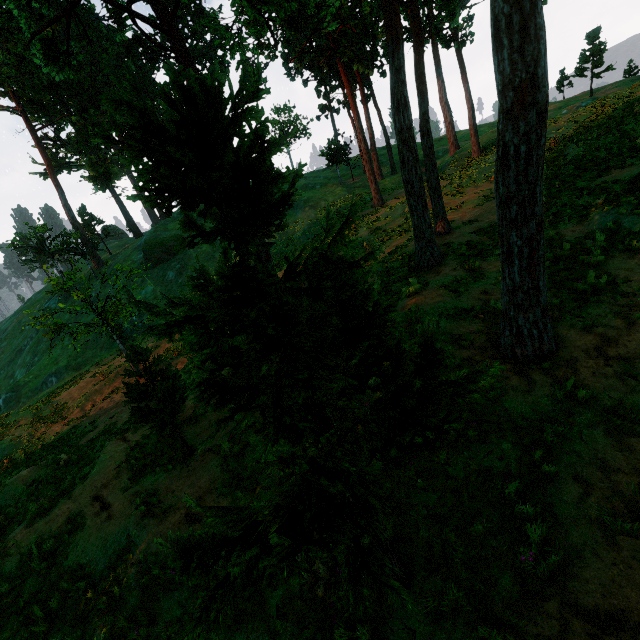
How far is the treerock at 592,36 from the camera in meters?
33.1 m

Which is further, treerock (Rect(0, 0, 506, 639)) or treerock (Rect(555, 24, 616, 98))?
treerock (Rect(555, 24, 616, 98))

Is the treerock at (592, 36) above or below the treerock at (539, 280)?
above

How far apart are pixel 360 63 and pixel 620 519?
30.38m

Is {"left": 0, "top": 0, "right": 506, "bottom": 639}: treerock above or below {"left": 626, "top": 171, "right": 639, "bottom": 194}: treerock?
above
